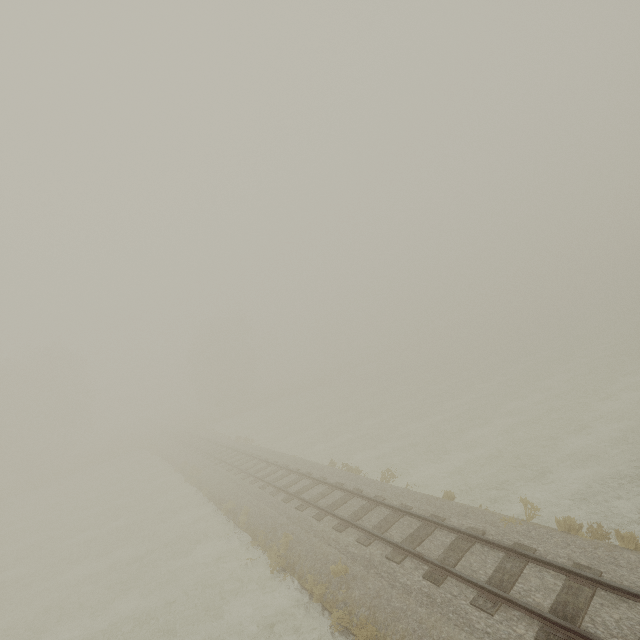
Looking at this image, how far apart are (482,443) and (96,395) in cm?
5149
